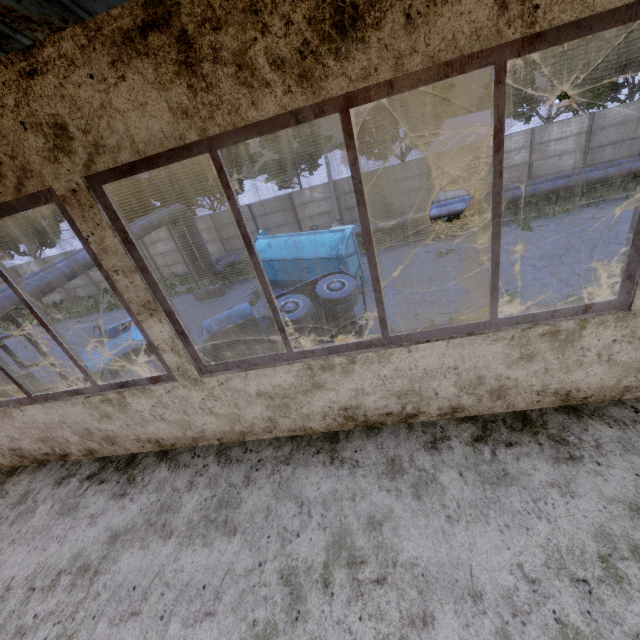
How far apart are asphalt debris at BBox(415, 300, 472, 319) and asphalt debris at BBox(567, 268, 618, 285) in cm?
326

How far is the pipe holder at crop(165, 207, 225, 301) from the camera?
17.1m

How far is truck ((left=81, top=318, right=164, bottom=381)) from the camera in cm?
841

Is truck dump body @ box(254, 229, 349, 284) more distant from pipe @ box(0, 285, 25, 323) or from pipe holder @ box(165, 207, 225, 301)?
pipe holder @ box(165, 207, 225, 301)

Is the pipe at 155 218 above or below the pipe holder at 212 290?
above

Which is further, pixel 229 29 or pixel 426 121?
pixel 426 121

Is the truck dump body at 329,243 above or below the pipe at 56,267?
below

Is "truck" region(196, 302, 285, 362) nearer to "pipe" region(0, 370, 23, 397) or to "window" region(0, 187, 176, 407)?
"pipe" region(0, 370, 23, 397)
